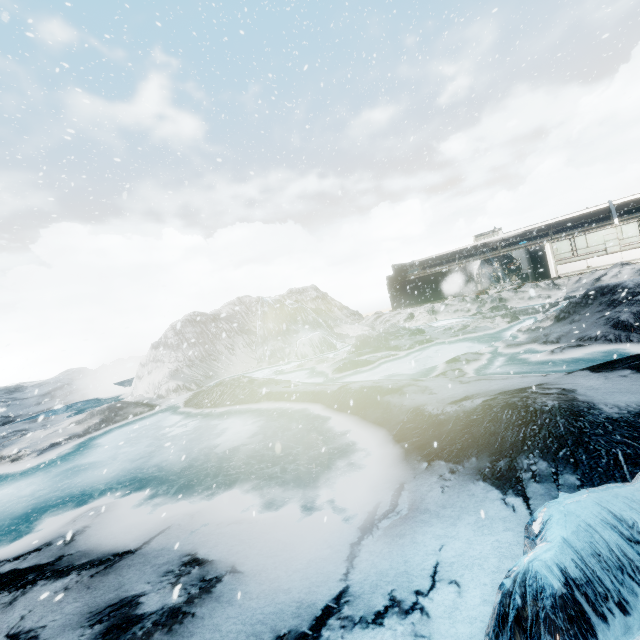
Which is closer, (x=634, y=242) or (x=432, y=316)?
(x=634, y=242)
